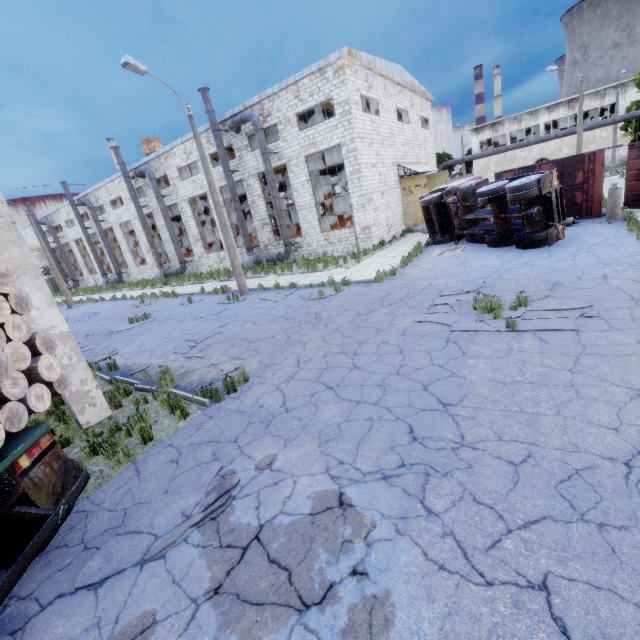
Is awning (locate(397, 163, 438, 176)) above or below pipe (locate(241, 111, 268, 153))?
below

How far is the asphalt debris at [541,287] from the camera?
8.4 meters

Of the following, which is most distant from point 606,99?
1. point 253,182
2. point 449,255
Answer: point 253,182

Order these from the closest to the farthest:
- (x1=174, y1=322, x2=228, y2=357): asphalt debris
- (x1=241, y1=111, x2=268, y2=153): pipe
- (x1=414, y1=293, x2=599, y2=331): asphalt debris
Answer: (x1=414, y1=293, x2=599, y2=331): asphalt debris < (x1=174, y1=322, x2=228, y2=357): asphalt debris < (x1=241, y1=111, x2=268, y2=153): pipe

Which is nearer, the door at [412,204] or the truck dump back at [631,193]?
the truck dump back at [631,193]

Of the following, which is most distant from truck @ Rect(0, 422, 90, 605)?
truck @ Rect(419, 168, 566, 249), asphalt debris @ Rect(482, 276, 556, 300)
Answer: truck @ Rect(419, 168, 566, 249)

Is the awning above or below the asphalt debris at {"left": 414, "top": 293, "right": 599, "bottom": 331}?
above

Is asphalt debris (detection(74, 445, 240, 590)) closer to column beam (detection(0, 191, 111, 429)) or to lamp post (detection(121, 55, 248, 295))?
column beam (detection(0, 191, 111, 429))
